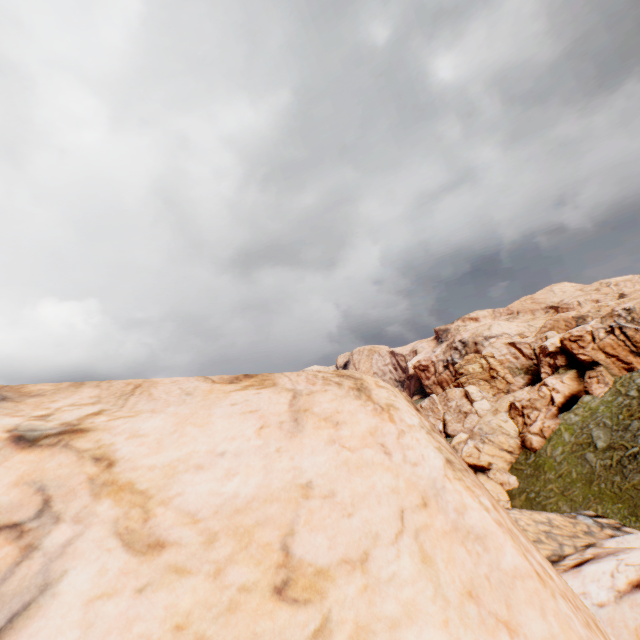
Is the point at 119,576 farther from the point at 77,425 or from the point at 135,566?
the point at 77,425
